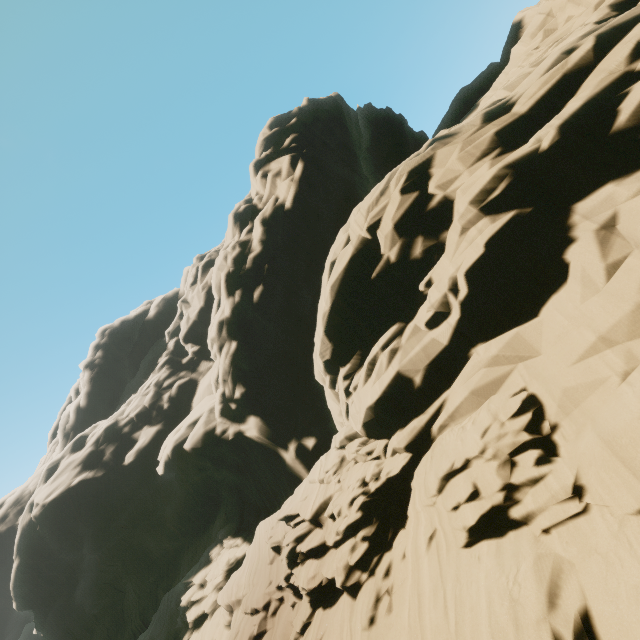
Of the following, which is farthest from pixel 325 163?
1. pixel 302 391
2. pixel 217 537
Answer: pixel 217 537
